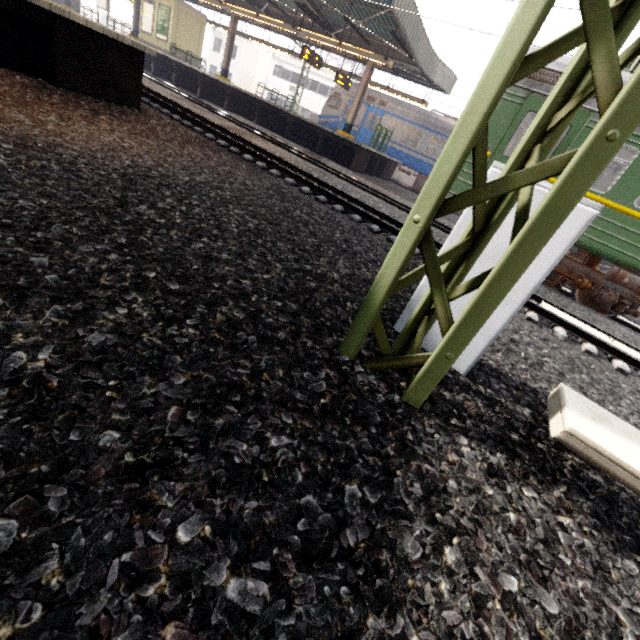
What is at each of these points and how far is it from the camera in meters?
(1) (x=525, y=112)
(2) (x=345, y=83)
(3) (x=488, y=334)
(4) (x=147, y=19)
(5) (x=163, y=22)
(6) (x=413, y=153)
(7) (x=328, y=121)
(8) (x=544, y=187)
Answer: (1) train, 7.2
(2) sign, 18.1
(3) electrical box, 2.4
(4) sign, 21.0
(5) sign, 20.3
(6) train, 18.7
(7) train, 21.1
(8) electrical box, 2.0

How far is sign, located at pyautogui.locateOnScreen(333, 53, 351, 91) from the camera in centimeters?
Result: 1733cm

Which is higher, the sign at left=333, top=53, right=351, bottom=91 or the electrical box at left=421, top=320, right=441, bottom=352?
the sign at left=333, top=53, right=351, bottom=91

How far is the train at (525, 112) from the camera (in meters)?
6.89

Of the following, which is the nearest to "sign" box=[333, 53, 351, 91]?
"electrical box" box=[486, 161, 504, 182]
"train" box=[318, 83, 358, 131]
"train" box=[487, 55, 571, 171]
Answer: "train" box=[318, 83, 358, 131]

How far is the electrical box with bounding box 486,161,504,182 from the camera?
2.1 meters

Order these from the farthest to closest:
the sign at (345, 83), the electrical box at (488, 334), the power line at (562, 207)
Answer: the sign at (345, 83), the electrical box at (488, 334), the power line at (562, 207)
